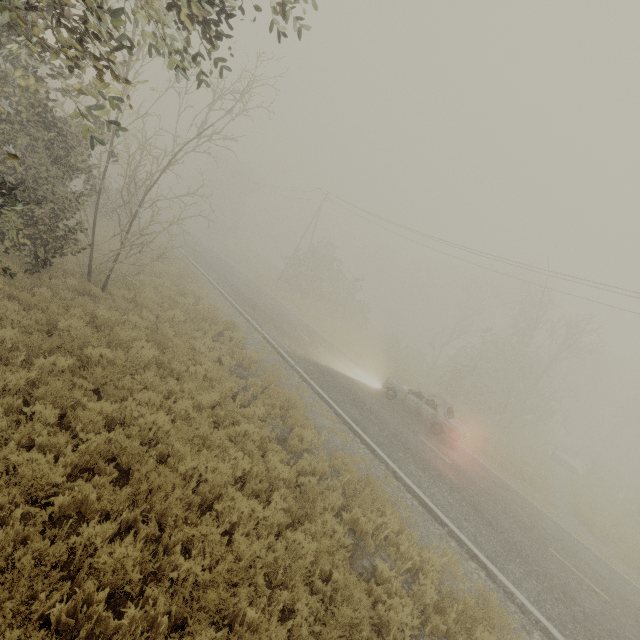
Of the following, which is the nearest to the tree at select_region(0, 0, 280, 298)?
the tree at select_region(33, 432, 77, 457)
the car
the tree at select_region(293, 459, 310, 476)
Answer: the tree at select_region(33, 432, 77, 457)

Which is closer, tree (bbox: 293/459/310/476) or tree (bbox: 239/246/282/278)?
tree (bbox: 293/459/310/476)

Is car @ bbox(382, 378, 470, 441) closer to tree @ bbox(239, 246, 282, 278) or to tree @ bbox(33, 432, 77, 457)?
tree @ bbox(239, 246, 282, 278)

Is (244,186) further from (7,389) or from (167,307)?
(7,389)

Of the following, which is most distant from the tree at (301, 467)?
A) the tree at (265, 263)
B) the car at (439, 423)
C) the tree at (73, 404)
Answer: the tree at (265, 263)

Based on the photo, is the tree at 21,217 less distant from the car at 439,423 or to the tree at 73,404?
the tree at 73,404

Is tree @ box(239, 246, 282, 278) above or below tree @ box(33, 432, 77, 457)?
→ above

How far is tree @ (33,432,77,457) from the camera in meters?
5.0
